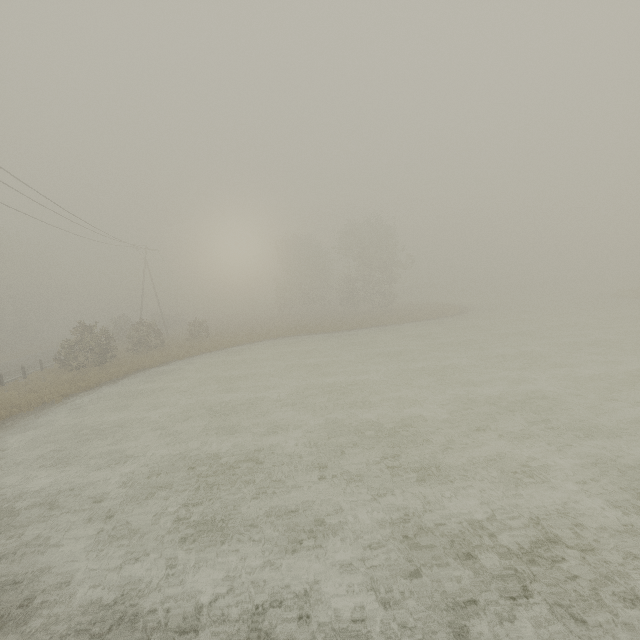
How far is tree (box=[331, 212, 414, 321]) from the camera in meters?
43.8 m

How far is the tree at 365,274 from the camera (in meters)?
43.82

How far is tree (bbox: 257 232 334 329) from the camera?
48.2 meters

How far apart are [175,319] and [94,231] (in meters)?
35.49

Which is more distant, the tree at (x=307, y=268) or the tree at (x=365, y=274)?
the tree at (x=307, y=268)

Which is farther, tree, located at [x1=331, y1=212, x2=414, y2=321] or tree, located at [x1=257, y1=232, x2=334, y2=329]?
tree, located at [x1=257, y1=232, x2=334, y2=329]
